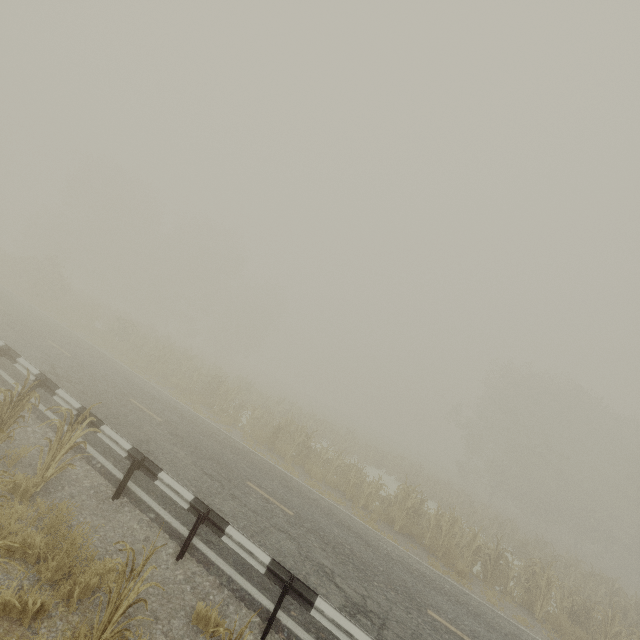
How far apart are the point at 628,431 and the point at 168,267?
61.3 meters

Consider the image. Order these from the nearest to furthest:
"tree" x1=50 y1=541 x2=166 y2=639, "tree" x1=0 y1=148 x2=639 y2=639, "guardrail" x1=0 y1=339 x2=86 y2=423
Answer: "tree" x1=50 y1=541 x2=166 y2=639 < "guardrail" x1=0 y1=339 x2=86 y2=423 < "tree" x1=0 y1=148 x2=639 y2=639

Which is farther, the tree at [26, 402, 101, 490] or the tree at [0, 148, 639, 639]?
the tree at [0, 148, 639, 639]

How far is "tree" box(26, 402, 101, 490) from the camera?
5.9m

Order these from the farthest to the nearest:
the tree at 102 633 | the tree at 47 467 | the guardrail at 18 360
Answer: the guardrail at 18 360
the tree at 47 467
the tree at 102 633

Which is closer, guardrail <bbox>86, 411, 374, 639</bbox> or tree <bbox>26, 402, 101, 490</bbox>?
guardrail <bbox>86, 411, 374, 639</bbox>

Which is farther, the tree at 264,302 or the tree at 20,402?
the tree at 264,302
